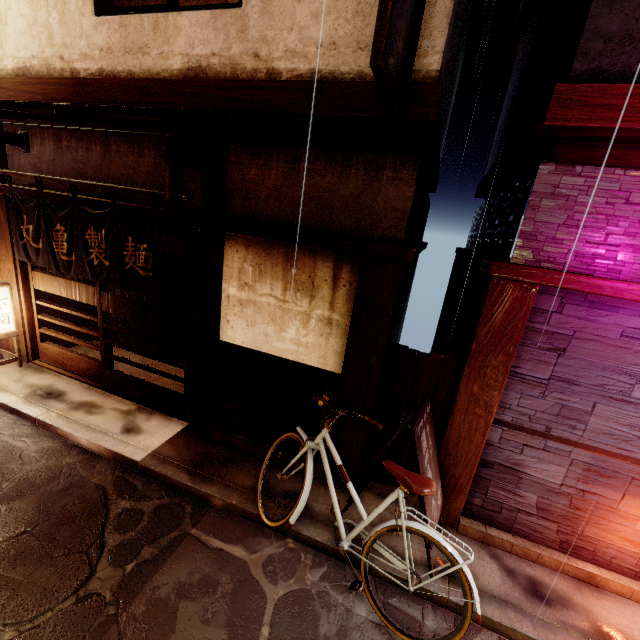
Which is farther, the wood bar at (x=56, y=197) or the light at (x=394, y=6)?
the wood bar at (x=56, y=197)

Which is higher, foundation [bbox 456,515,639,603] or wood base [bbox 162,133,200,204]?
wood base [bbox 162,133,200,204]

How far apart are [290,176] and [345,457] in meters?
6.2 m

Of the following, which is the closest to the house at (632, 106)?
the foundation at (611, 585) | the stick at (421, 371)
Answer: the stick at (421, 371)

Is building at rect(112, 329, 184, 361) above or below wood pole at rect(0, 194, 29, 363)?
below

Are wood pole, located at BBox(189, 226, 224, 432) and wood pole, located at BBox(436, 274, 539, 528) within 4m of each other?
no

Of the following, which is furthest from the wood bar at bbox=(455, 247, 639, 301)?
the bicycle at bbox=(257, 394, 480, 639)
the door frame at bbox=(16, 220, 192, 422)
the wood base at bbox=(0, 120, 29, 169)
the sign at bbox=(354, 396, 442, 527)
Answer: the wood base at bbox=(0, 120, 29, 169)

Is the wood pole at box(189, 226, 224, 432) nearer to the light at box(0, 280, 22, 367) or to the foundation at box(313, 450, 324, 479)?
the foundation at box(313, 450, 324, 479)
